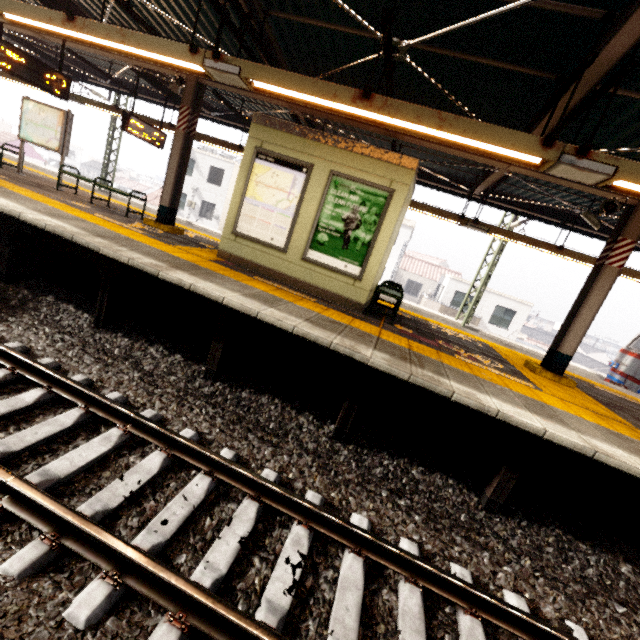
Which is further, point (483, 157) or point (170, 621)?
point (483, 157)

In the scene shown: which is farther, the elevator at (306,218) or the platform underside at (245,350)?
the elevator at (306,218)

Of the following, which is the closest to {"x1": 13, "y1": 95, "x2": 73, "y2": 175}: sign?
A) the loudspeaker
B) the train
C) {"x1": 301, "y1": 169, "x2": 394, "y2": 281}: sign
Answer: {"x1": 301, "y1": 169, "x2": 394, "y2": 281}: sign

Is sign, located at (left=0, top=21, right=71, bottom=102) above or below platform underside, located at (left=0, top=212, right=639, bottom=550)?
above

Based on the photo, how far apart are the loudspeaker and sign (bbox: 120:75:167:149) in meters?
11.8

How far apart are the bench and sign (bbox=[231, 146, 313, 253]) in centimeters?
200cm

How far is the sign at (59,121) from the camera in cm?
854

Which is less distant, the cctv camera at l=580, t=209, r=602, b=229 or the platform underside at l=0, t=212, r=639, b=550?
the platform underside at l=0, t=212, r=639, b=550
